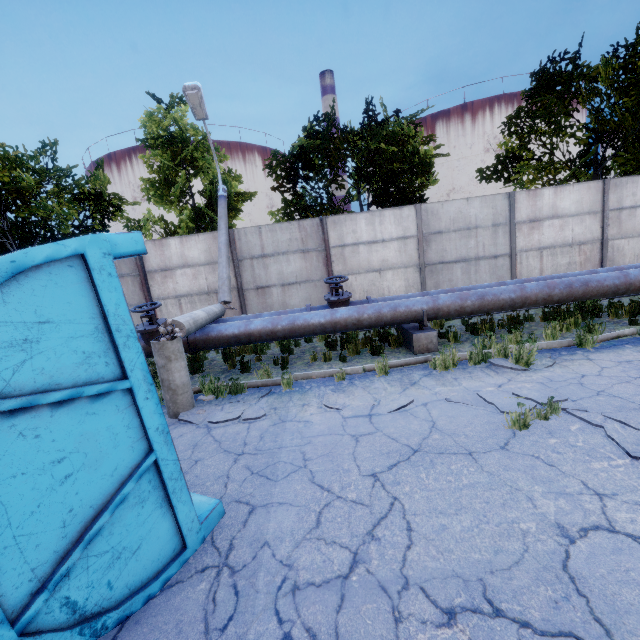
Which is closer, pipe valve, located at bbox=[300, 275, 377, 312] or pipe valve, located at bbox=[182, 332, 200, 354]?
pipe valve, located at bbox=[182, 332, 200, 354]

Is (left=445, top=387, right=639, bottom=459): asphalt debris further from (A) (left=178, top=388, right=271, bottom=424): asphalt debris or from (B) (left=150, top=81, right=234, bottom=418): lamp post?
(B) (left=150, top=81, right=234, bottom=418): lamp post

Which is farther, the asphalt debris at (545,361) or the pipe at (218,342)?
the pipe at (218,342)

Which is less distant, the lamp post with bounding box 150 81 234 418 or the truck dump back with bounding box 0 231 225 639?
the truck dump back with bounding box 0 231 225 639

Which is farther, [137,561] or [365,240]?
[365,240]

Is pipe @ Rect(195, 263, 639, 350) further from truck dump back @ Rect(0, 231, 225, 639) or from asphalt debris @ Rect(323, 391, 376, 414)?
truck dump back @ Rect(0, 231, 225, 639)

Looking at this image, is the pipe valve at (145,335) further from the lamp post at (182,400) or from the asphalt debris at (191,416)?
the asphalt debris at (191,416)

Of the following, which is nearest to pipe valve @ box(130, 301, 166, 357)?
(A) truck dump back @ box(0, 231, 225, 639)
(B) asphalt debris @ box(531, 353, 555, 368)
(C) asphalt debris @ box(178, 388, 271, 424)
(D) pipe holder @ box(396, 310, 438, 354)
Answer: (C) asphalt debris @ box(178, 388, 271, 424)
